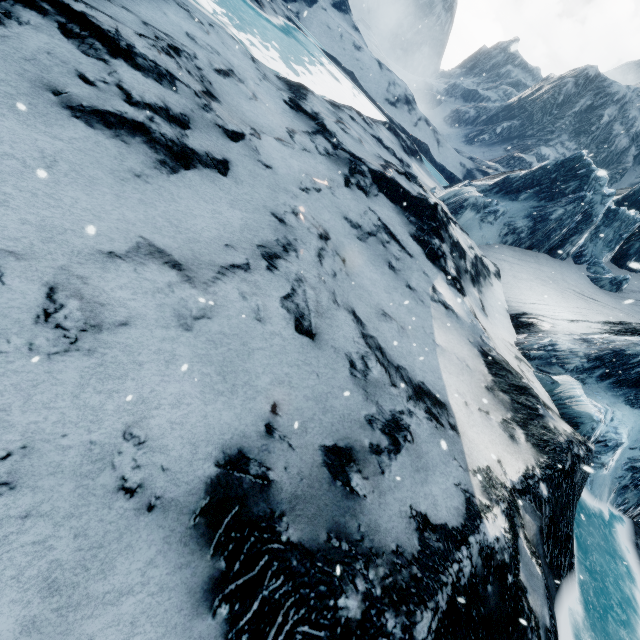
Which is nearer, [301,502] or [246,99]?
[301,502]
